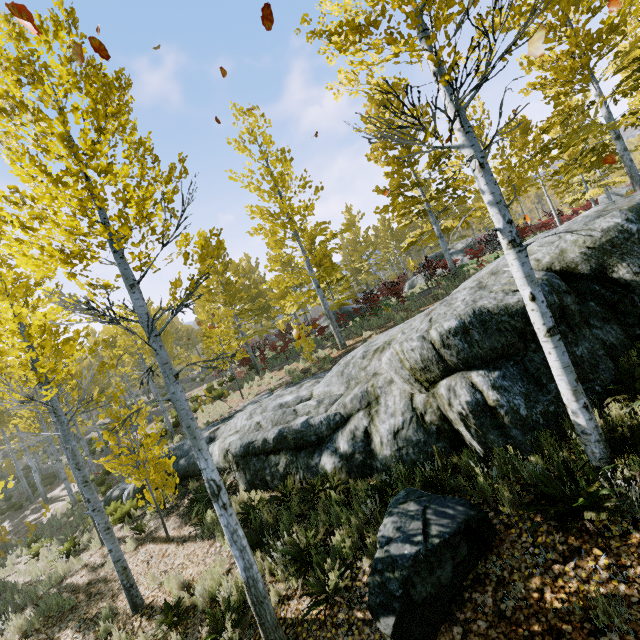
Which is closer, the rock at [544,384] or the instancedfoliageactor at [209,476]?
the instancedfoliageactor at [209,476]

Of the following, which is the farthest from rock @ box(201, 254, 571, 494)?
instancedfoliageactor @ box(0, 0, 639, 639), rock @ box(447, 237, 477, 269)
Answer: rock @ box(447, 237, 477, 269)

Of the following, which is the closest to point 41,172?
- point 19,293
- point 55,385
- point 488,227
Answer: point 19,293

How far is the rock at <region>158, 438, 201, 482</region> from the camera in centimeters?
1105cm

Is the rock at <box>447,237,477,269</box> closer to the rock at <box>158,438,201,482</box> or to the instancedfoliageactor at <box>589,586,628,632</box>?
the instancedfoliageactor at <box>589,586,628,632</box>

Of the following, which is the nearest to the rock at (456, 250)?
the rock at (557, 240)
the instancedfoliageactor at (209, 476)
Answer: the instancedfoliageactor at (209, 476)
